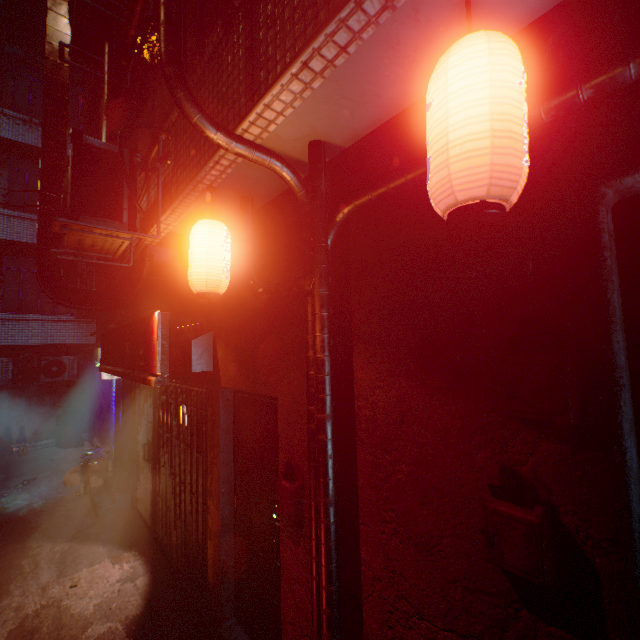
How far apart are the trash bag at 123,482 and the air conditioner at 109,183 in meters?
4.1

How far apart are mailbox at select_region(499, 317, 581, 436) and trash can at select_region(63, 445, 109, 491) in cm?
770

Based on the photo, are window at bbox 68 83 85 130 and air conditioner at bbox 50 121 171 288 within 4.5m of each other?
no

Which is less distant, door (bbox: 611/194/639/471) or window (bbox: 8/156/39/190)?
door (bbox: 611/194/639/471)

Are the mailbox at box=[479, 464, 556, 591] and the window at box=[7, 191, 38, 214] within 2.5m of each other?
no

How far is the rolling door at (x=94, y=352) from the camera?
6.5m

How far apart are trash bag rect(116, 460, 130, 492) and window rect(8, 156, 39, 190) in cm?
855

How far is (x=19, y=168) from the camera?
9.5 meters
